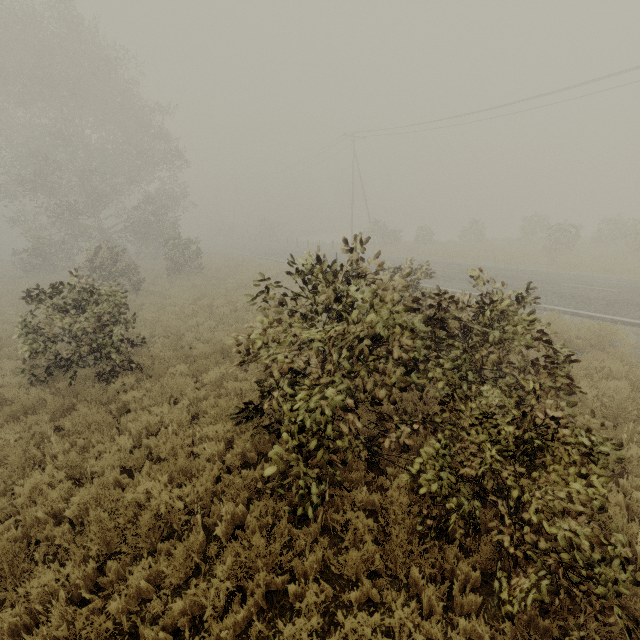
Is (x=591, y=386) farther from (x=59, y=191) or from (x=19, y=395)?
(x=59, y=191)
